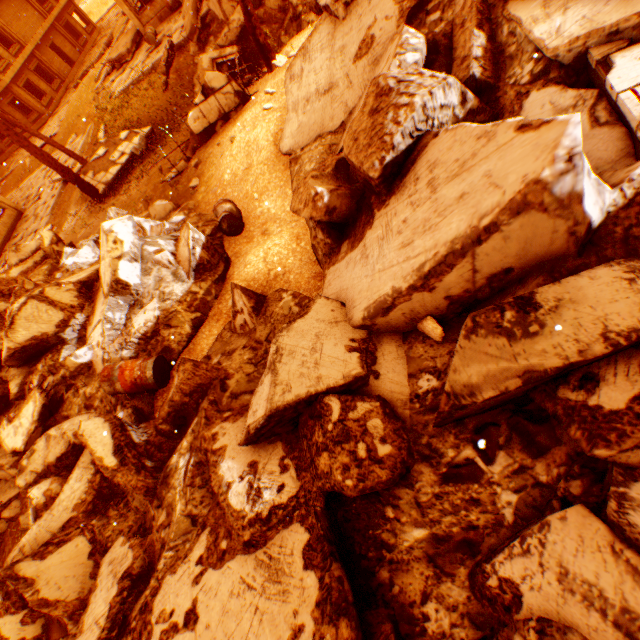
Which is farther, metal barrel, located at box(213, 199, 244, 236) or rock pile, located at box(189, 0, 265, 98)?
rock pile, located at box(189, 0, 265, 98)

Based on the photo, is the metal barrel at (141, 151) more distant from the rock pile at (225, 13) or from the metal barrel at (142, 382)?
the metal barrel at (142, 382)

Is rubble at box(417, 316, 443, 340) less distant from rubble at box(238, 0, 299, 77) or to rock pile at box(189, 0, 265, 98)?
rock pile at box(189, 0, 265, 98)

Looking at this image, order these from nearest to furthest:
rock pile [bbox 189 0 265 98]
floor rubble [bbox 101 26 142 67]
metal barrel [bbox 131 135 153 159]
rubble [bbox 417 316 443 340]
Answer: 1. rubble [bbox 417 316 443 340]
2. rock pile [bbox 189 0 265 98]
3. metal barrel [bbox 131 135 153 159]
4. floor rubble [bbox 101 26 142 67]

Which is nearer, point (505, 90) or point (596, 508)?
point (596, 508)

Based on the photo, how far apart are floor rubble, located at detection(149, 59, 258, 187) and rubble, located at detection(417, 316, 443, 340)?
9.11m

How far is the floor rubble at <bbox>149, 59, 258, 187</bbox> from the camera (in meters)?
8.90

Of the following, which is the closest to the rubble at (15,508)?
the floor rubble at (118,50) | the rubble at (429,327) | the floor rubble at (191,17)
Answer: the floor rubble at (191,17)
